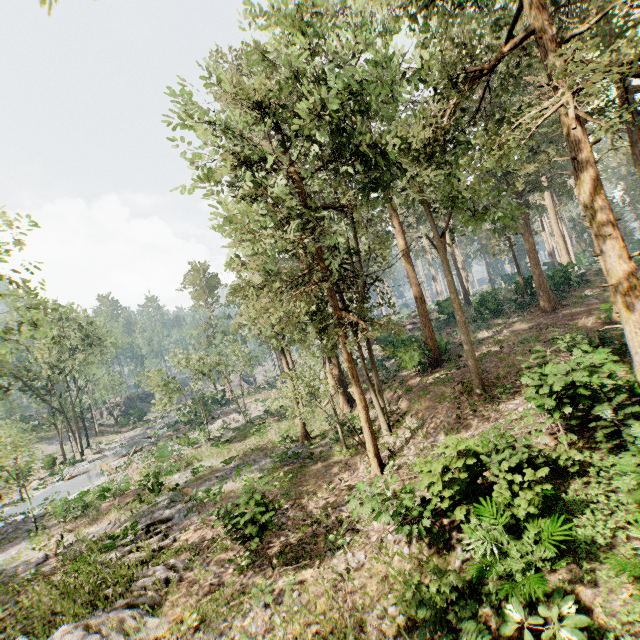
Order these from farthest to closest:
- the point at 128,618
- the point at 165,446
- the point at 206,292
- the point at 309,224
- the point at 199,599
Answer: the point at 206,292 → the point at 165,446 → the point at 309,224 → the point at 199,599 → the point at 128,618

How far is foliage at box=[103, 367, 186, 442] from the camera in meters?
26.9

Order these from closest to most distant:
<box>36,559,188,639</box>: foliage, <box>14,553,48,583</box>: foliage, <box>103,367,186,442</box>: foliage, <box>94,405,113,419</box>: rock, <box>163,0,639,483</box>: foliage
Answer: <box>163,0,639,483</box>: foliage
<box>36,559,188,639</box>: foliage
<box>14,553,48,583</box>: foliage
<box>103,367,186,442</box>: foliage
<box>94,405,113,419</box>: rock

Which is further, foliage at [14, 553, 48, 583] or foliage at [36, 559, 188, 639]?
foliage at [14, 553, 48, 583]

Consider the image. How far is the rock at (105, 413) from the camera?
58.2m

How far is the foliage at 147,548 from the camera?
13.28m

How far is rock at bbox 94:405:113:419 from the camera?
58.2 meters

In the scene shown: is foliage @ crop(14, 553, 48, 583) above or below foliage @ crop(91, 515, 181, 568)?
below
